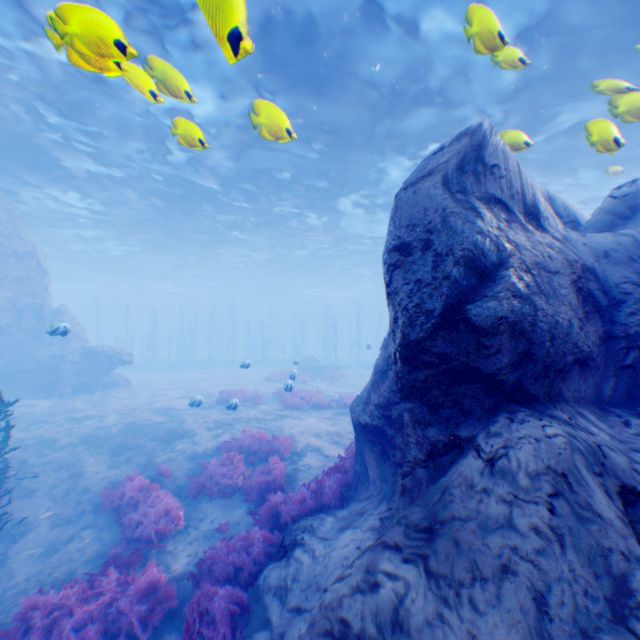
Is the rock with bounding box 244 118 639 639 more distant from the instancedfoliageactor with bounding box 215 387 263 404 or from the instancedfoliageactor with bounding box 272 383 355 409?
the instancedfoliageactor with bounding box 215 387 263 404

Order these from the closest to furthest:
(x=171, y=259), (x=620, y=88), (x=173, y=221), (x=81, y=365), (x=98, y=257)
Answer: (x=620, y=88)
(x=81, y=365)
(x=173, y=221)
(x=98, y=257)
(x=171, y=259)

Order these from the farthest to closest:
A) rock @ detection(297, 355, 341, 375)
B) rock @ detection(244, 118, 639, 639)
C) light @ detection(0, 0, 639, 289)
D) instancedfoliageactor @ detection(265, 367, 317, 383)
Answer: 1. rock @ detection(297, 355, 341, 375)
2. instancedfoliageactor @ detection(265, 367, 317, 383)
3. light @ detection(0, 0, 639, 289)
4. rock @ detection(244, 118, 639, 639)

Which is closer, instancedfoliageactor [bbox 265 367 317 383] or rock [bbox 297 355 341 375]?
instancedfoliageactor [bbox 265 367 317 383]

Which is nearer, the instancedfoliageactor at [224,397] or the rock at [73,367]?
the instancedfoliageactor at [224,397]

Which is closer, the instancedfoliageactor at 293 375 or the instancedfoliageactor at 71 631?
the instancedfoliageactor at 71 631

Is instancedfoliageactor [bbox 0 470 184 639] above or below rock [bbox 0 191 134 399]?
below

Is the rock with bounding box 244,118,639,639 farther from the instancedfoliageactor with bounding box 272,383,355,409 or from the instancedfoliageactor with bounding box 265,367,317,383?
the instancedfoliageactor with bounding box 265,367,317,383
